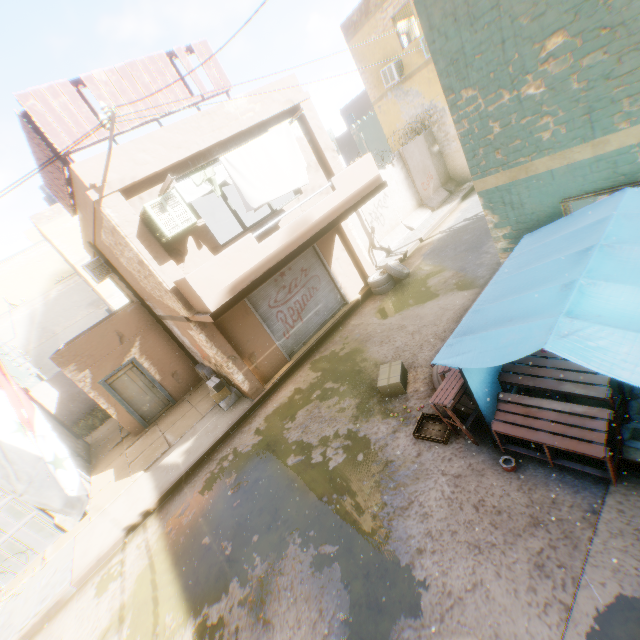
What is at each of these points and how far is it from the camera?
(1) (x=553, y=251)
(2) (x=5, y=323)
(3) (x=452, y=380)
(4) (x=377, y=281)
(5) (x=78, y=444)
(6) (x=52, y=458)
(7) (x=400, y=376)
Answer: (1) tent, 4.2 meters
(2) building, 28.9 meters
(3) table, 5.1 meters
(4) wheel, 11.9 meters
(5) building, 13.5 meters
(6) flag, 3.0 meters
(7) cardboard box, 7.1 meters

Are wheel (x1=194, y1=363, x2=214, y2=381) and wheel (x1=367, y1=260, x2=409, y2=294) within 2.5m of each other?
no

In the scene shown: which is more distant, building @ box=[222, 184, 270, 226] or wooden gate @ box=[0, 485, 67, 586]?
building @ box=[222, 184, 270, 226]

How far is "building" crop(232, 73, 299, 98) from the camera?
8.84m

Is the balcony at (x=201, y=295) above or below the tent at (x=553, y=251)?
above

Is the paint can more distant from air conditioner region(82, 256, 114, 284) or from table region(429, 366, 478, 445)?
air conditioner region(82, 256, 114, 284)

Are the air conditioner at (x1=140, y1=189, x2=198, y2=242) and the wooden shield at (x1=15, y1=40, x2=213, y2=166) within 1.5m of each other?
yes

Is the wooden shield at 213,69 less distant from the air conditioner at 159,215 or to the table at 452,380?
the air conditioner at 159,215
